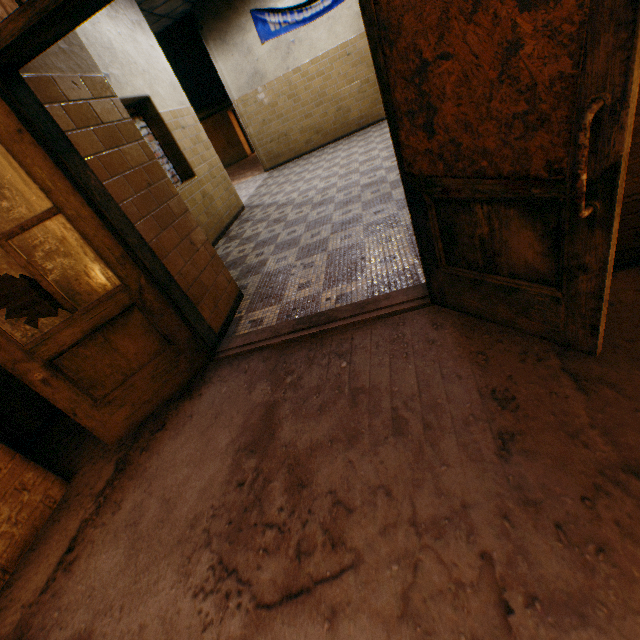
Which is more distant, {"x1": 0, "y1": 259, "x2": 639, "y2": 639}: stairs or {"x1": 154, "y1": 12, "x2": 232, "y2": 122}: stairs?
{"x1": 154, "y1": 12, "x2": 232, "y2": 122}: stairs

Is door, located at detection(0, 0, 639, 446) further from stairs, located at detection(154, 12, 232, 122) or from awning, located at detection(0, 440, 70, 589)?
stairs, located at detection(154, 12, 232, 122)

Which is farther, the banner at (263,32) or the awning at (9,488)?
the banner at (263,32)

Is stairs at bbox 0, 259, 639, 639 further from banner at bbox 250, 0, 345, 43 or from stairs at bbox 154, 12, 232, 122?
stairs at bbox 154, 12, 232, 122

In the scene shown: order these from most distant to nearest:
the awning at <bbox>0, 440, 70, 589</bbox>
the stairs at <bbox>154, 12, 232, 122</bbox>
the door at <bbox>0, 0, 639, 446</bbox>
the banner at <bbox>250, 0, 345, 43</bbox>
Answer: the stairs at <bbox>154, 12, 232, 122</bbox> < the banner at <bbox>250, 0, 345, 43</bbox> < the awning at <bbox>0, 440, 70, 589</bbox> < the door at <bbox>0, 0, 639, 446</bbox>

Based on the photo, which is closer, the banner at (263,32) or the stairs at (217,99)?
the banner at (263,32)

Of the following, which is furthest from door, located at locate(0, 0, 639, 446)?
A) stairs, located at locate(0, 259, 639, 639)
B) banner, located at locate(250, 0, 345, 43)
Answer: banner, located at locate(250, 0, 345, 43)

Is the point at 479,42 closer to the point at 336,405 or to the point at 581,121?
the point at 581,121
